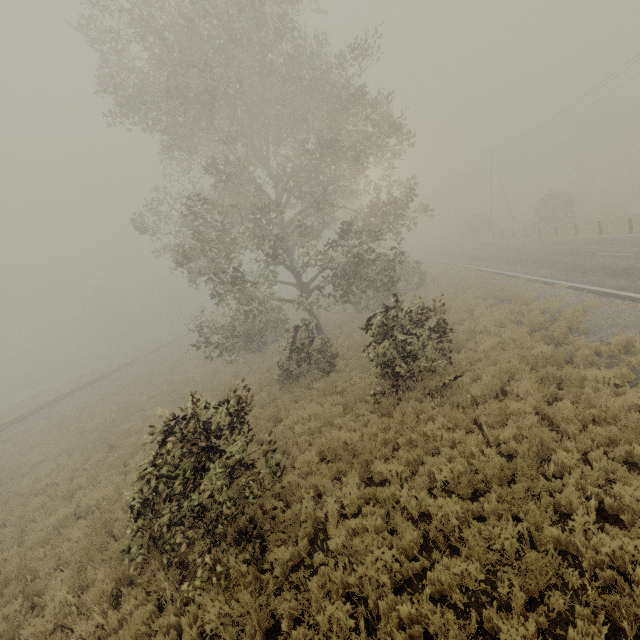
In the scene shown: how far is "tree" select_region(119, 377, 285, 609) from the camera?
5.55m

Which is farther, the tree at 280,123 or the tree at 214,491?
the tree at 280,123

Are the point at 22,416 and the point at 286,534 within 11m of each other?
no

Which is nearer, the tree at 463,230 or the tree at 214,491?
the tree at 214,491

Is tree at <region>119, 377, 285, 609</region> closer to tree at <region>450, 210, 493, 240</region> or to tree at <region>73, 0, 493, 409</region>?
tree at <region>73, 0, 493, 409</region>

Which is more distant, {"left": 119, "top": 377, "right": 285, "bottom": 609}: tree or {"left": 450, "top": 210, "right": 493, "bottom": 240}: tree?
{"left": 450, "top": 210, "right": 493, "bottom": 240}: tree

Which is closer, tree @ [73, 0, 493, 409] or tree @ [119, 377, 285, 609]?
tree @ [119, 377, 285, 609]

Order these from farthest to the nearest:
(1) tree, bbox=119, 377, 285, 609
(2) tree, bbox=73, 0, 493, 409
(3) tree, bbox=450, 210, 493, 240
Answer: (3) tree, bbox=450, 210, 493, 240, (2) tree, bbox=73, 0, 493, 409, (1) tree, bbox=119, 377, 285, 609
